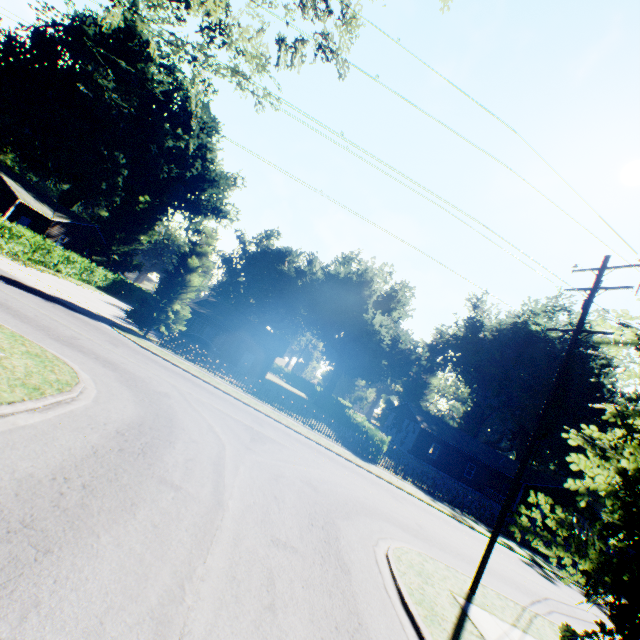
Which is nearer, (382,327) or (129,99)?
(382,327)

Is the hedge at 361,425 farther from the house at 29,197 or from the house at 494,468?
the house at 29,197

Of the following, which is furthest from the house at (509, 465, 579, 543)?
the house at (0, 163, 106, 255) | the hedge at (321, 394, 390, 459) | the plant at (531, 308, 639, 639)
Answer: the house at (0, 163, 106, 255)

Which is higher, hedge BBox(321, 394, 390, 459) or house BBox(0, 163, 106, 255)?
house BBox(0, 163, 106, 255)

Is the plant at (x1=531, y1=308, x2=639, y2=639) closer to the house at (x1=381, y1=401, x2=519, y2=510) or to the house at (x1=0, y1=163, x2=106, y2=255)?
the house at (x1=381, y1=401, x2=519, y2=510)

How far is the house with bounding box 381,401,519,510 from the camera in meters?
37.0 m

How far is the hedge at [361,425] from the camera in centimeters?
2308cm

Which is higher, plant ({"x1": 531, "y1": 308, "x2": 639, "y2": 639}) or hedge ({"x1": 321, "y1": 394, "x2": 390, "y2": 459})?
plant ({"x1": 531, "y1": 308, "x2": 639, "y2": 639})
